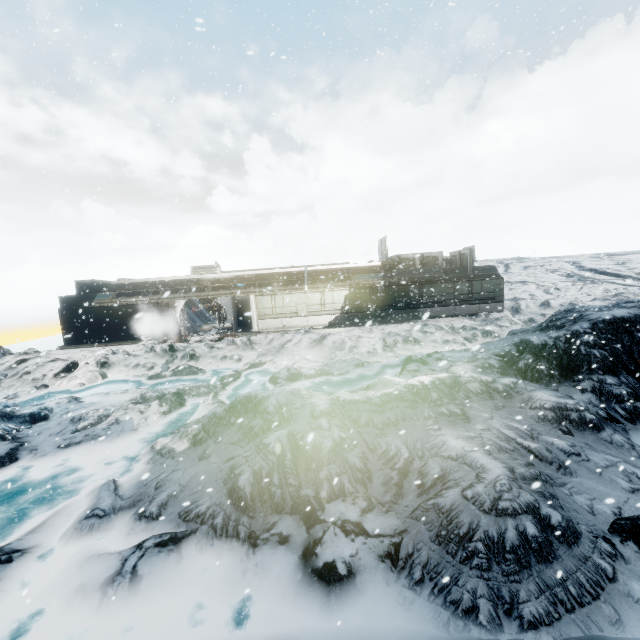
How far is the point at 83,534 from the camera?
6.2 meters
